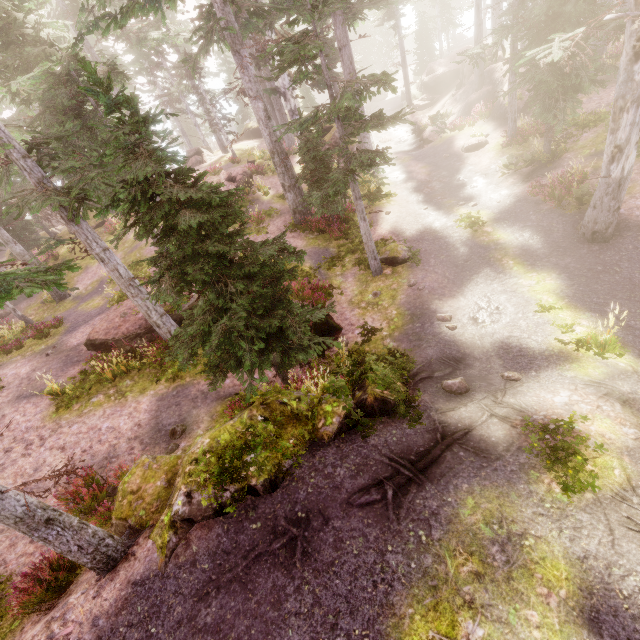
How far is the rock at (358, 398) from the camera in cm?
755

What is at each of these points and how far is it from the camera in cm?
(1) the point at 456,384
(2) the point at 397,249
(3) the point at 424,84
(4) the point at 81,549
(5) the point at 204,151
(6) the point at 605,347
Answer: (1) instancedfoliageactor, 812
(2) rock, 1422
(3) rock, 3394
(4) instancedfoliageactor, 514
(5) rock, 3391
(6) instancedfoliageactor, 813

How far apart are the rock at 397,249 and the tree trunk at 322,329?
3.52m

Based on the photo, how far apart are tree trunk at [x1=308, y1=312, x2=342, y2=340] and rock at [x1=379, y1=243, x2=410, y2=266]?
3.5m

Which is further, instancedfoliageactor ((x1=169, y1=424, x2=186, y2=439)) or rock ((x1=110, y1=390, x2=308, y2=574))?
instancedfoliageactor ((x1=169, y1=424, x2=186, y2=439))

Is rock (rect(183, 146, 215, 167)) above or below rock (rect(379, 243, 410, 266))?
above

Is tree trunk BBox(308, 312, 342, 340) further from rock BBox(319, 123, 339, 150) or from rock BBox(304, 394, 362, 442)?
rock BBox(319, 123, 339, 150)

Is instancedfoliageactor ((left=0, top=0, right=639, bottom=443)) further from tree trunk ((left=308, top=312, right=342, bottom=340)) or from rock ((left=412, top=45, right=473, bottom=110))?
tree trunk ((left=308, top=312, right=342, bottom=340))
